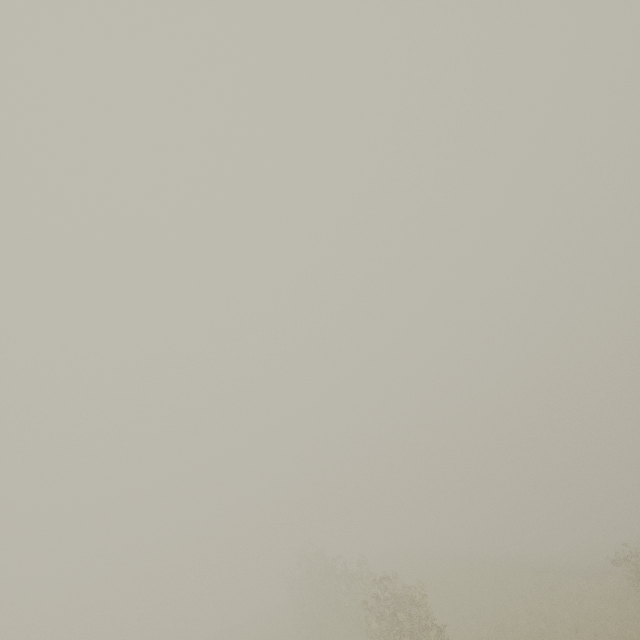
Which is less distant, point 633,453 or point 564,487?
point 564,487
